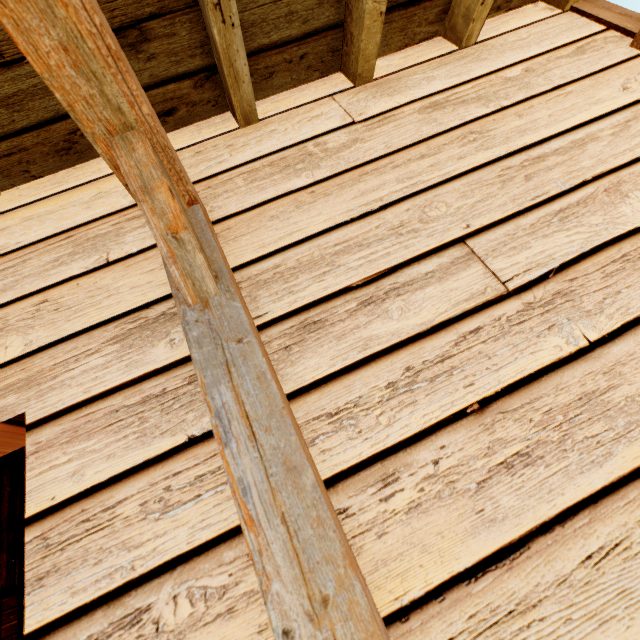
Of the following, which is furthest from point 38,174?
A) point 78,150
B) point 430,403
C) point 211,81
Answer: point 430,403
